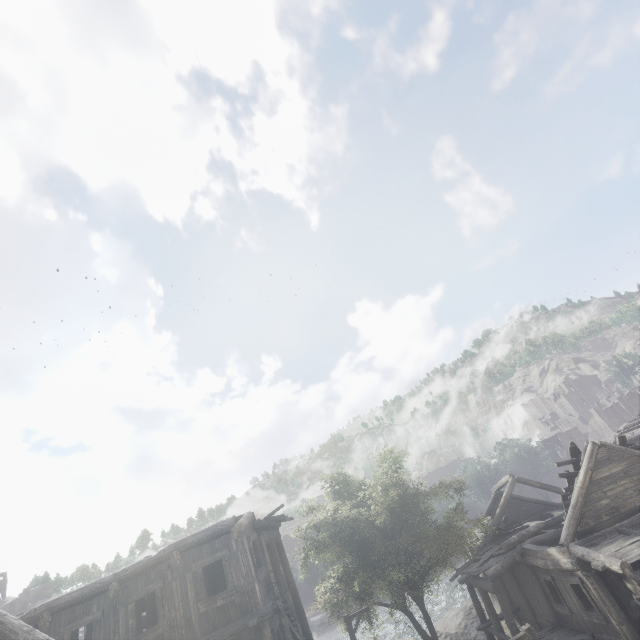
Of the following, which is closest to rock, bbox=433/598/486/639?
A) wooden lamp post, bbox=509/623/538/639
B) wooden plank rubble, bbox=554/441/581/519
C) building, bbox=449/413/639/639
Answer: building, bbox=449/413/639/639

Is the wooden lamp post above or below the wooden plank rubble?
below

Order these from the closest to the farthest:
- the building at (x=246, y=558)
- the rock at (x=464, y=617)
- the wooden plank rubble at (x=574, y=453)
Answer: the building at (x=246, y=558) < the wooden plank rubble at (x=574, y=453) < the rock at (x=464, y=617)

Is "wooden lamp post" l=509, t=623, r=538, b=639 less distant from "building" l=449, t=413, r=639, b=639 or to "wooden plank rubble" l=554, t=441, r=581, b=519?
"building" l=449, t=413, r=639, b=639

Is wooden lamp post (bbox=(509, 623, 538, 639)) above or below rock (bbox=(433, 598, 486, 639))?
above

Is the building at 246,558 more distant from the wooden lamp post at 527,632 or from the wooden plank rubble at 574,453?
the wooden lamp post at 527,632

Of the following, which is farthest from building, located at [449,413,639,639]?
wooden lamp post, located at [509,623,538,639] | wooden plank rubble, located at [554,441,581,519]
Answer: wooden lamp post, located at [509,623,538,639]

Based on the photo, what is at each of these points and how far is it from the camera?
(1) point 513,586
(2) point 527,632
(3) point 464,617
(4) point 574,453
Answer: (1) building, 18.5m
(2) wooden lamp post, 10.6m
(3) rock, 25.4m
(4) wooden plank rubble, 16.3m
